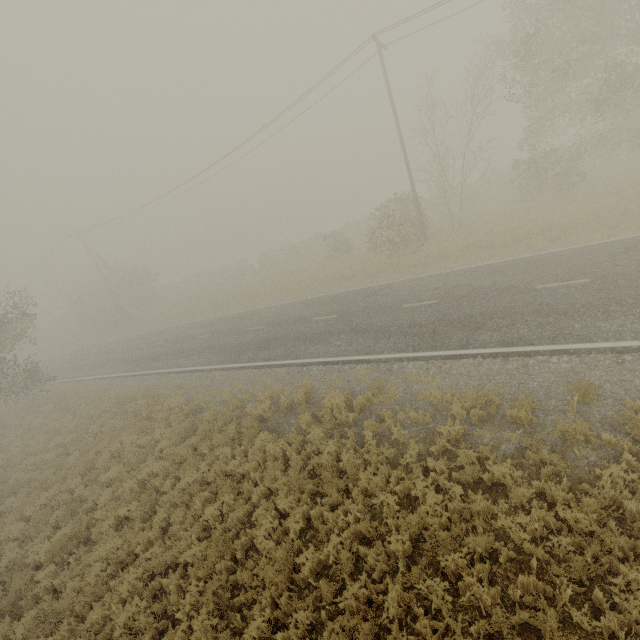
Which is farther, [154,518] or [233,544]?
[154,518]
